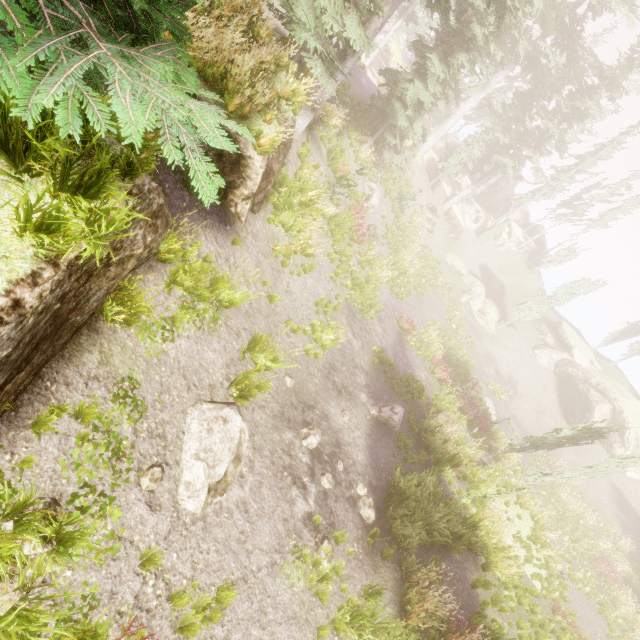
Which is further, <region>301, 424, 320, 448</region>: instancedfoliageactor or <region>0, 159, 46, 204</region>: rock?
<region>301, 424, 320, 448</region>: instancedfoliageactor

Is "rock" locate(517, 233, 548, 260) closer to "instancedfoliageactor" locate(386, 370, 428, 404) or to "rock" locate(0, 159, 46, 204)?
"instancedfoliageactor" locate(386, 370, 428, 404)

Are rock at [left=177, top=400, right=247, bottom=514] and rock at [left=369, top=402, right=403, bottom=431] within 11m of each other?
yes

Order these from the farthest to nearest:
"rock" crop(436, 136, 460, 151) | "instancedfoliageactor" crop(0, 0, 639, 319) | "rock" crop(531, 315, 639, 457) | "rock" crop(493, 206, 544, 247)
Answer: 1. "rock" crop(436, 136, 460, 151)
2. "rock" crop(493, 206, 544, 247)
3. "rock" crop(531, 315, 639, 457)
4. "instancedfoliageactor" crop(0, 0, 639, 319)

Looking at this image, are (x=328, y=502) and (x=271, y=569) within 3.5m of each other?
yes

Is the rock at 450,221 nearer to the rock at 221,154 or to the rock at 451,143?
the rock at 451,143

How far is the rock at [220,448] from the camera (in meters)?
5.30

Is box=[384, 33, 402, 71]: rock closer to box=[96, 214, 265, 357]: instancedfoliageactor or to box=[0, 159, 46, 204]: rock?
box=[96, 214, 265, 357]: instancedfoliageactor
